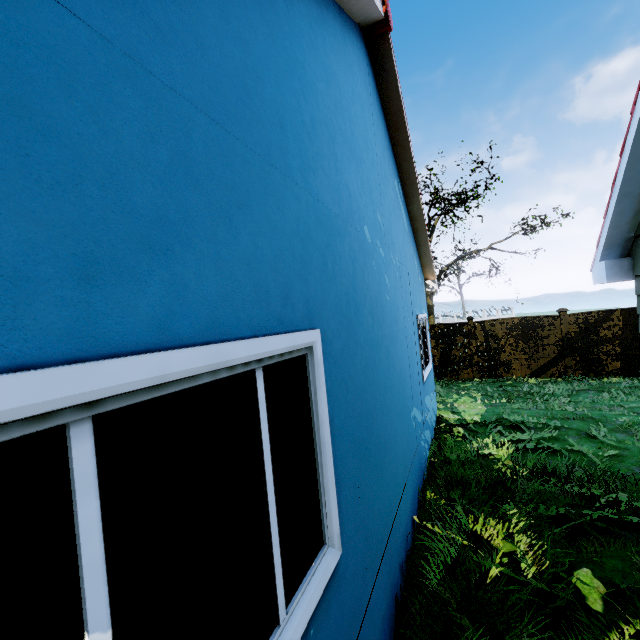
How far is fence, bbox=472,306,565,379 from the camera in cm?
1182

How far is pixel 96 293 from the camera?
0.8 meters

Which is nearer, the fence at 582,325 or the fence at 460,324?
the fence at 582,325

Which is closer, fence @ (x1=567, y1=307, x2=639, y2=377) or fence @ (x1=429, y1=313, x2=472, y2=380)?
fence @ (x1=567, y1=307, x2=639, y2=377)

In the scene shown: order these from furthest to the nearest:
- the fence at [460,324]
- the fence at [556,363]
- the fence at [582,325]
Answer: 1. the fence at [460,324]
2. the fence at [556,363]
3. the fence at [582,325]
